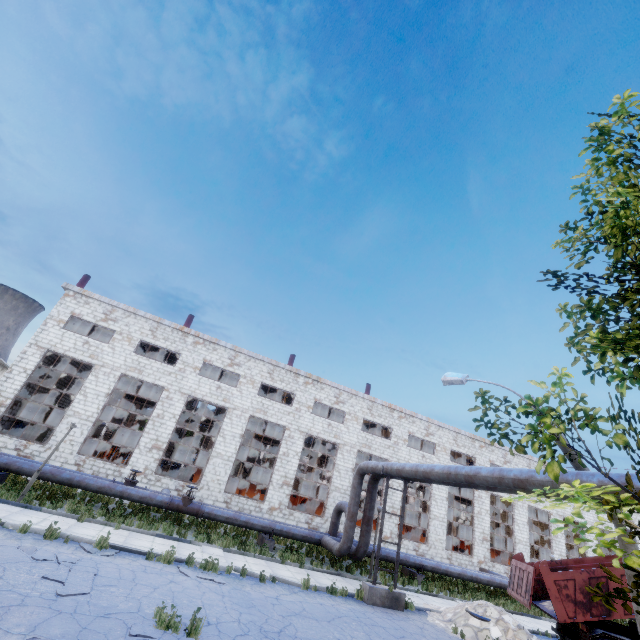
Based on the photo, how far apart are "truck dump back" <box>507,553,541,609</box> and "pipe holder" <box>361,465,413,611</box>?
4.5 meters

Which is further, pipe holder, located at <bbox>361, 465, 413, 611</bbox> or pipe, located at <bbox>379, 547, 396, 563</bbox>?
pipe, located at <bbox>379, 547, 396, 563</bbox>

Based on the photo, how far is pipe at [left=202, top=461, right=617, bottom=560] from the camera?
8.7 meters

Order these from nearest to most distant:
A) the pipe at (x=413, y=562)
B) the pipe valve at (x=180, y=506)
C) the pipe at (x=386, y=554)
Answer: the pipe valve at (x=180, y=506)
the pipe at (x=386, y=554)
the pipe at (x=413, y=562)

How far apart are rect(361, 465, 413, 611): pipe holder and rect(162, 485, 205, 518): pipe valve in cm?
839

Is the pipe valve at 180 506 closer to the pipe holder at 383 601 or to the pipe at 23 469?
the pipe at 23 469

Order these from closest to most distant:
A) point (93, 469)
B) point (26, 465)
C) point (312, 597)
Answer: point (312, 597), point (26, 465), point (93, 469)

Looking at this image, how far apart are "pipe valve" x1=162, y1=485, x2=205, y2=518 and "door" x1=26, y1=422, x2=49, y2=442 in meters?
18.5
